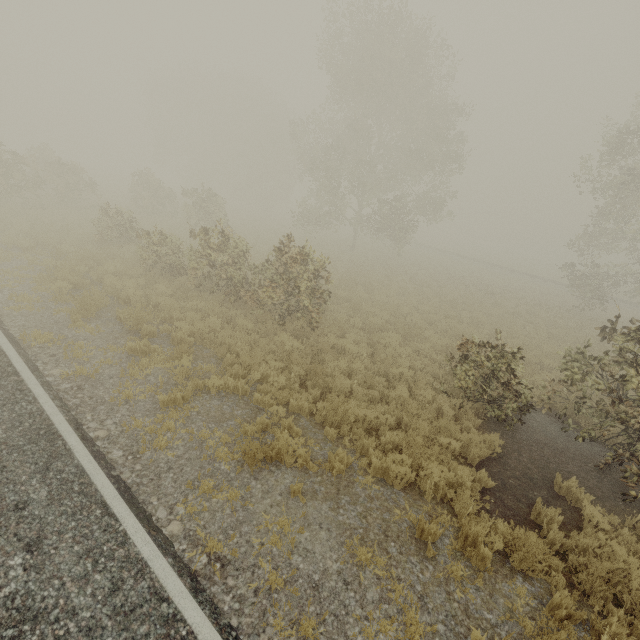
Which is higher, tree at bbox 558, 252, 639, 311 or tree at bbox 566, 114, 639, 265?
tree at bbox 566, 114, 639, 265

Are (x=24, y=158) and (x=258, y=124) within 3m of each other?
no

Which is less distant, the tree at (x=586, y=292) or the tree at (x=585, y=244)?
the tree at (x=585, y=244)

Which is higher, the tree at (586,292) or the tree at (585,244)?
the tree at (585,244)

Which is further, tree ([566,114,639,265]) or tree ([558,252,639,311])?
tree ([558,252,639,311])
